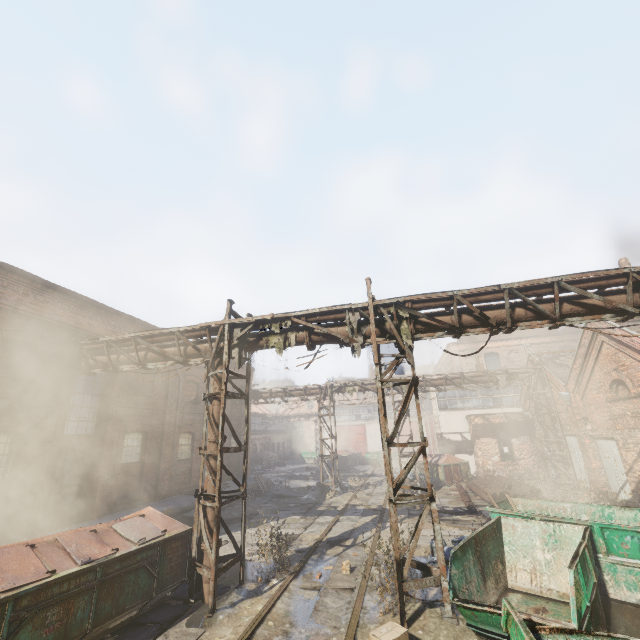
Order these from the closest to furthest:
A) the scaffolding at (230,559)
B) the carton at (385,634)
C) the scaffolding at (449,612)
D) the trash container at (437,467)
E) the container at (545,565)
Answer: the container at (545,565) → the carton at (385,634) → the scaffolding at (449,612) → the scaffolding at (230,559) → the trash container at (437,467)

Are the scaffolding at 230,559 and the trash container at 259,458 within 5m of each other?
no

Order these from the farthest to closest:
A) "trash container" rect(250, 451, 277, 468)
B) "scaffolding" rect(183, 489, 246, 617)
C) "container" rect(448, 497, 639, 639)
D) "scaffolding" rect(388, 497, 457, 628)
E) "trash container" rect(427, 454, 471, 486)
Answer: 1. "trash container" rect(250, 451, 277, 468)
2. "trash container" rect(427, 454, 471, 486)
3. "scaffolding" rect(183, 489, 246, 617)
4. "scaffolding" rect(388, 497, 457, 628)
5. "container" rect(448, 497, 639, 639)

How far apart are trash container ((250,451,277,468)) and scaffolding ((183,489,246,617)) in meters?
27.8

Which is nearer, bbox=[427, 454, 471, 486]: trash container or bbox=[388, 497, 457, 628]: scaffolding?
bbox=[388, 497, 457, 628]: scaffolding

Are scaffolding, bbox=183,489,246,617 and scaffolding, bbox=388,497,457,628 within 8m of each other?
yes

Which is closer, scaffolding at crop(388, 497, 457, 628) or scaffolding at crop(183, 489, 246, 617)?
scaffolding at crop(388, 497, 457, 628)

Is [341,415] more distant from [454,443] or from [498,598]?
[498,598]
